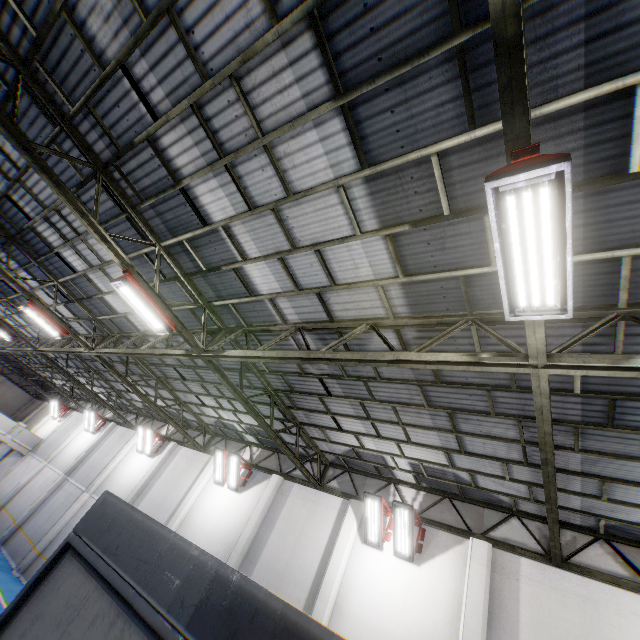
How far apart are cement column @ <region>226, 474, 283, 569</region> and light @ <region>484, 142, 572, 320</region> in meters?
12.5

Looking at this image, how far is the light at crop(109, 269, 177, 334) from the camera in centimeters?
705cm

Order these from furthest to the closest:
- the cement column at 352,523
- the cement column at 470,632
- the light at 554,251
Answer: the cement column at 352,523, the cement column at 470,632, the light at 554,251

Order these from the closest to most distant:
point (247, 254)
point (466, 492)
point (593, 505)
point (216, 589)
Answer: point (216, 589) → point (247, 254) → point (593, 505) → point (466, 492)

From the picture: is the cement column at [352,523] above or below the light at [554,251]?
below

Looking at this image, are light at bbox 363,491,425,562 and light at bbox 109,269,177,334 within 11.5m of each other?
yes

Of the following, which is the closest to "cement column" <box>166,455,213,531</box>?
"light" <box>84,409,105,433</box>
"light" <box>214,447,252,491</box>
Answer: "light" <box>214,447,252,491</box>

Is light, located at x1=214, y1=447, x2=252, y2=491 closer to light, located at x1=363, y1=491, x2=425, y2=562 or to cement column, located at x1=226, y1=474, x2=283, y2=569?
cement column, located at x1=226, y1=474, x2=283, y2=569
